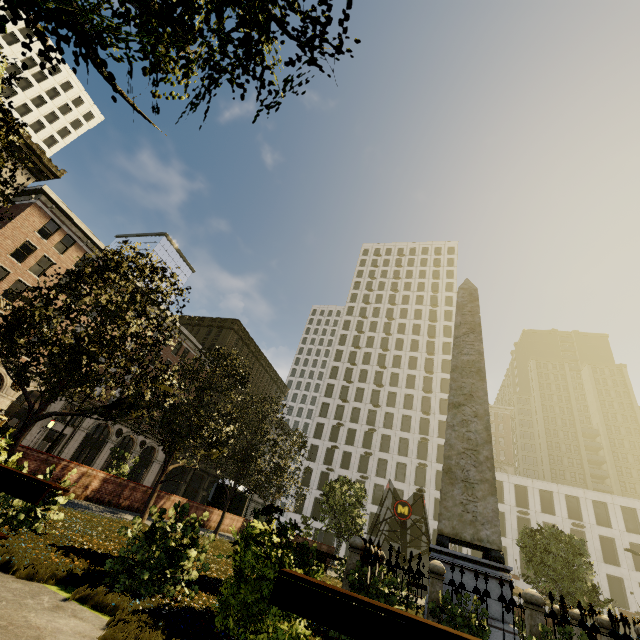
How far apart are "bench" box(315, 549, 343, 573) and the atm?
9.4m

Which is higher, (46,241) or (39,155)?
(39,155)

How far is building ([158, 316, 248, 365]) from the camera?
43.6m

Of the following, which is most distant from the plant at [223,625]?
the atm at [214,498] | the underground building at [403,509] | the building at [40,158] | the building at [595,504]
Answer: the building at [595,504]

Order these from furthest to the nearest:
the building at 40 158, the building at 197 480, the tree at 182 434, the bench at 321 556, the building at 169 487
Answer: the building at 197 480, the building at 169 487, the building at 40 158, the bench at 321 556, the tree at 182 434

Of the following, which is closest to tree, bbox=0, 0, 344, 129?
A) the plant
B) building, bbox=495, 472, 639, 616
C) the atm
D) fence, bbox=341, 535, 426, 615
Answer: the plant

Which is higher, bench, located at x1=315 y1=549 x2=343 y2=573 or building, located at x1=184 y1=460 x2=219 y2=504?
building, located at x1=184 y1=460 x2=219 y2=504

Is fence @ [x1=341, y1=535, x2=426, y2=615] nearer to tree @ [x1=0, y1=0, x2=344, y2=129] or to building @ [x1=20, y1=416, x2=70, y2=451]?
tree @ [x1=0, y1=0, x2=344, y2=129]
